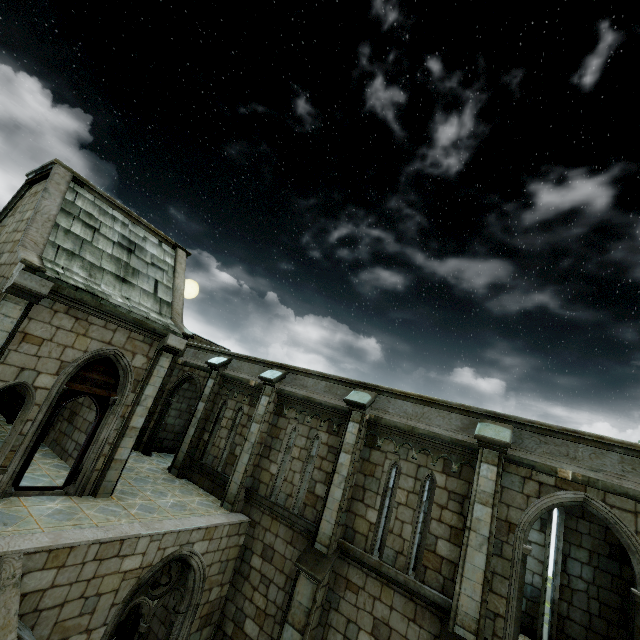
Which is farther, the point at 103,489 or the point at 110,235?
the point at 110,235
